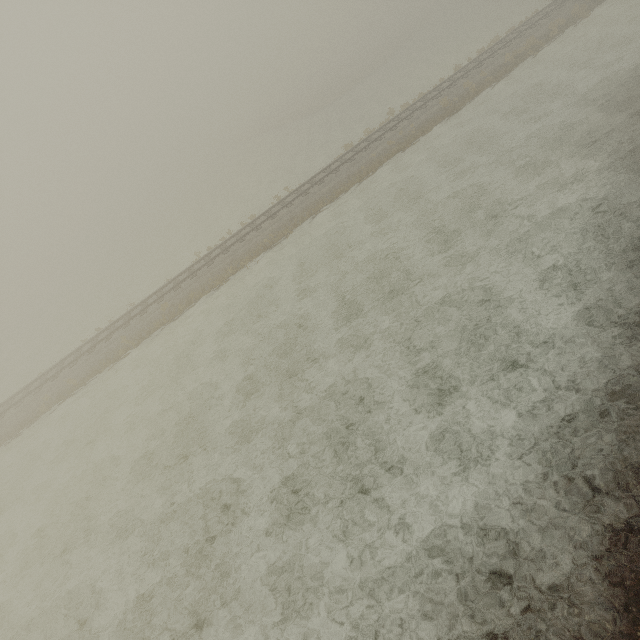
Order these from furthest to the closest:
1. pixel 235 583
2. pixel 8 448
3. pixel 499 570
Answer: pixel 8 448, pixel 235 583, pixel 499 570
